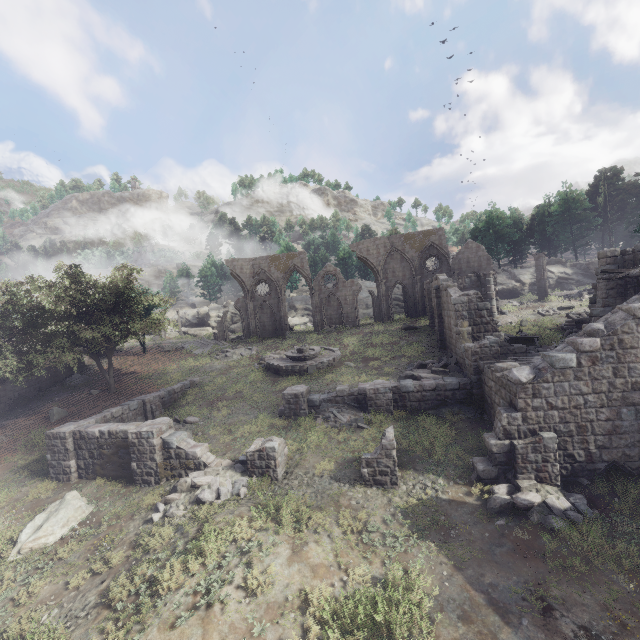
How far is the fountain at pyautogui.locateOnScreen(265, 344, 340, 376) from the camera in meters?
24.0 m

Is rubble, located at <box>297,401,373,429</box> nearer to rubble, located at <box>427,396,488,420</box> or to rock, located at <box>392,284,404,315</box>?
rubble, located at <box>427,396,488,420</box>

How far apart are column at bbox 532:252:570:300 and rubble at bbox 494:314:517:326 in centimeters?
724cm

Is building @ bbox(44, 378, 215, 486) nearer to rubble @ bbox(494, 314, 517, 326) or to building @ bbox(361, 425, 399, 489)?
building @ bbox(361, 425, 399, 489)

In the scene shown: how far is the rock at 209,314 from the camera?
54.4 meters

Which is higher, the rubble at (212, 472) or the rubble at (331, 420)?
the rubble at (331, 420)

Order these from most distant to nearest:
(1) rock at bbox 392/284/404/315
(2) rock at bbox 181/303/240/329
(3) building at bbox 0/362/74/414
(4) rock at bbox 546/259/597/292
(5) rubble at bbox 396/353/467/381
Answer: (2) rock at bbox 181/303/240/329 < (1) rock at bbox 392/284/404/315 < (4) rock at bbox 546/259/597/292 < (3) building at bbox 0/362/74/414 < (5) rubble at bbox 396/353/467/381

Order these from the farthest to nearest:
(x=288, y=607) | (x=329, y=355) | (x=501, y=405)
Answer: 1. (x=329, y=355)
2. (x=501, y=405)
3. (x=288, y=607)
